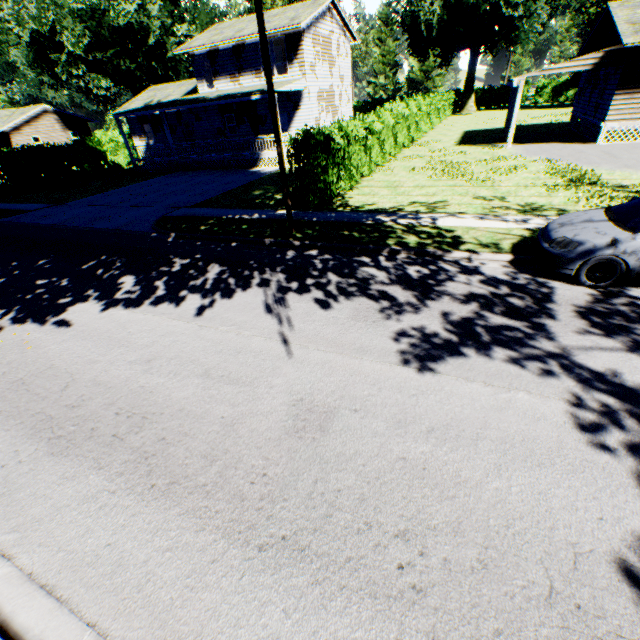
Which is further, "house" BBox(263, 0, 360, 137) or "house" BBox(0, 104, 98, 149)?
"house" BBox(0, 104, 98, 149)

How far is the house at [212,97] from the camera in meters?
23.6

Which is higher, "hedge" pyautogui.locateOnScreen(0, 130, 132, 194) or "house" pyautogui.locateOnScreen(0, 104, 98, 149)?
"house" pyautogui.locateOnScreen(0, 104, 98, 149)

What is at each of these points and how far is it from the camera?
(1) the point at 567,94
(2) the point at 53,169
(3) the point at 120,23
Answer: (1) hedge, 48.53m
(2) hedge, 27.50m
(3) plant, 30.80m

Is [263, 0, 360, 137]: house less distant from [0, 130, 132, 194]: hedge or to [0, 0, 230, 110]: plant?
[0, 0, 230, 110]: plant

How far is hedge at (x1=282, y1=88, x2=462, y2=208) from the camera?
11.7 meters

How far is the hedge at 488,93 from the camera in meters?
51.0
